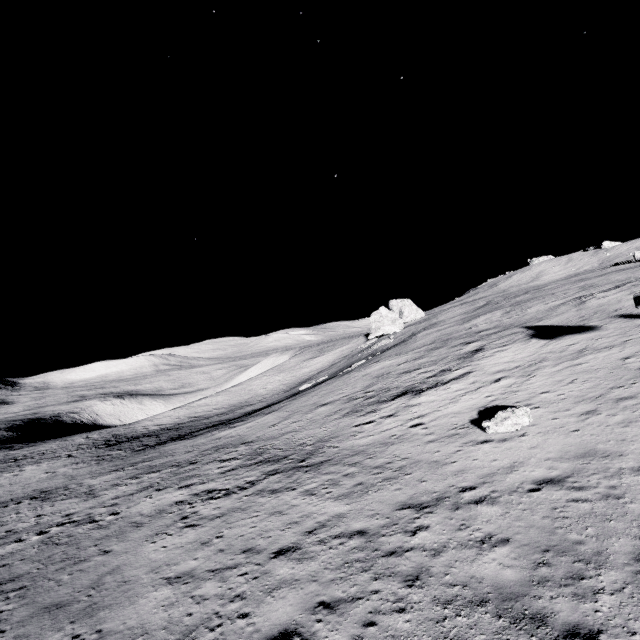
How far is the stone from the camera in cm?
1280

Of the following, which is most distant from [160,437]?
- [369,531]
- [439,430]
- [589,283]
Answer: [589,283]

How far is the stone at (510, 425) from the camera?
12.8m
